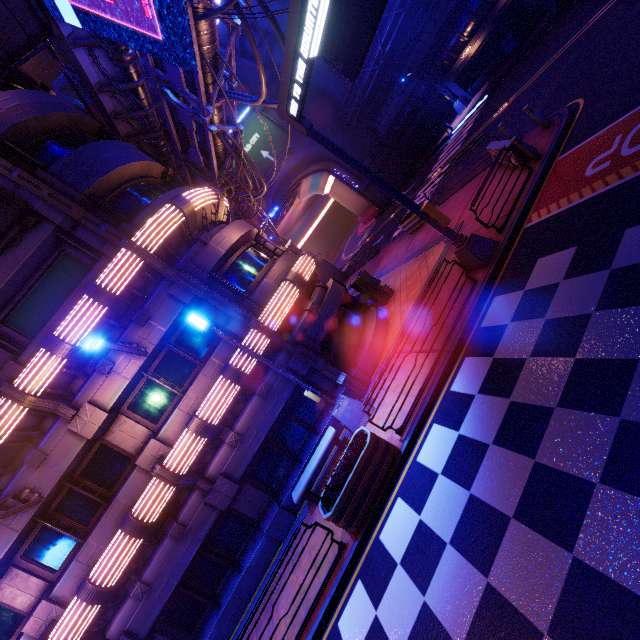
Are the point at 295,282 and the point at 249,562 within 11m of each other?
yes

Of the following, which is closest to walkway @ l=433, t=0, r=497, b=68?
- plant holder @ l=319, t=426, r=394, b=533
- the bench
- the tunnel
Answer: the tunnel

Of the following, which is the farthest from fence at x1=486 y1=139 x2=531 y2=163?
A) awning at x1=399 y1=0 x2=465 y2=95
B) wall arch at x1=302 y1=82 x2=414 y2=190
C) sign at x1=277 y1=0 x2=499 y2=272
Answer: wall arch at x1=302 y1=82 x2=414 y2=190

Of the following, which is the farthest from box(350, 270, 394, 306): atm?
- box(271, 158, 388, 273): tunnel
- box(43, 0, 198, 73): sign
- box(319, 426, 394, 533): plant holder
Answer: box(271, 158, 388, 273): tunnel

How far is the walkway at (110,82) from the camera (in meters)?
11.10

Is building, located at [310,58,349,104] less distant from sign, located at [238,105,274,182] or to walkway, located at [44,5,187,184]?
sign, located at [238,105,274,182]

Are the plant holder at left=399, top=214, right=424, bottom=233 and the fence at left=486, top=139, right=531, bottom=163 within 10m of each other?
yes

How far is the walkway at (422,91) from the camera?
30.5m
